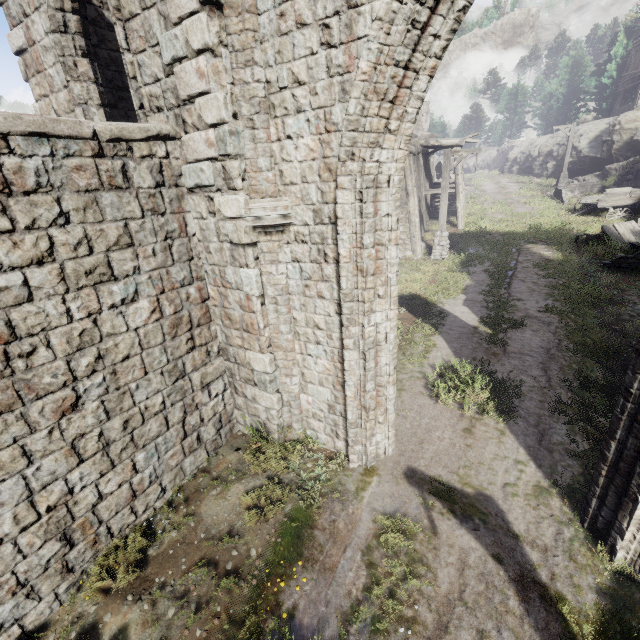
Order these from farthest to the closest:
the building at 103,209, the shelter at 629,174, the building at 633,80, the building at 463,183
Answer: the building at 633,80, the shelter at 629,174, the building at 463,183, the building at 103,209

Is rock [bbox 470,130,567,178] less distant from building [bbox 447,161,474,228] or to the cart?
building [bbox 447,161,474,228]

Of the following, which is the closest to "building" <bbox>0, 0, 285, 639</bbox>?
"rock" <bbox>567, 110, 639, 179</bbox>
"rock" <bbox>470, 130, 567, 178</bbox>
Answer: "rock" <bbox>470, 130, 567, 178</bbox>

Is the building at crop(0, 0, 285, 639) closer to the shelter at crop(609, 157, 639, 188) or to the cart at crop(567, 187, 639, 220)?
the shelter at crop(609, 157, 639, 188)

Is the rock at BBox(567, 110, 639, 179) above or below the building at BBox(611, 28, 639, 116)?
below

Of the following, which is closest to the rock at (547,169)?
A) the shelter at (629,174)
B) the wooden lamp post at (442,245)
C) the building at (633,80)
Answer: the building at (633,80)

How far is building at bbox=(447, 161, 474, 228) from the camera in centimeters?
1876cm

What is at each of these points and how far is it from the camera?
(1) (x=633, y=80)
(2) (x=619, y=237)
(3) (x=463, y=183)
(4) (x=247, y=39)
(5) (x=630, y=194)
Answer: (1) building, 29.9m
(2) broken furniture, 13.8m
(3) building, 20.9m
(4) column, 4.3m
(5) cart, 17.5m
